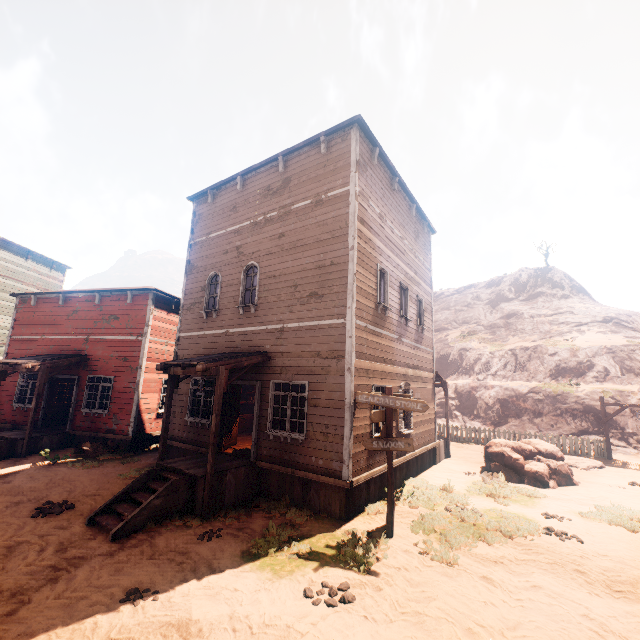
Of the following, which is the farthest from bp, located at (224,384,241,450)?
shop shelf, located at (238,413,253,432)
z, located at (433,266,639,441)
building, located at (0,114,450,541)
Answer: shop shelf, located at (238,413,253,432)

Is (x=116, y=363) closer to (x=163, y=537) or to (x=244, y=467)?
(x=244, y=467)

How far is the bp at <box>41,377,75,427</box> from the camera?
14.26m

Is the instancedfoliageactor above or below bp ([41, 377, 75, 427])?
below

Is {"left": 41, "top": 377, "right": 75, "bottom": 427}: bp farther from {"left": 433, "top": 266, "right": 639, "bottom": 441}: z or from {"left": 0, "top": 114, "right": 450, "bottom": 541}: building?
{"left": 433, "top": 266, "right": 639, "bottom": 441}: z

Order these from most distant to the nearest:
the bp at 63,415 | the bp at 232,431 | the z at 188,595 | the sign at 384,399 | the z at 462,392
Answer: the z at 462,392 < the bp at 63,415 < the bp at 232,431 < the sign at 384,399 < the z at 188,595

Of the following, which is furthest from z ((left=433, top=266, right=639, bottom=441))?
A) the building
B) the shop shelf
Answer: the shop shelf

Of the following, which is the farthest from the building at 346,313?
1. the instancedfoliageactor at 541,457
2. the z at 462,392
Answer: the instancedfoliageactor at 541,457
